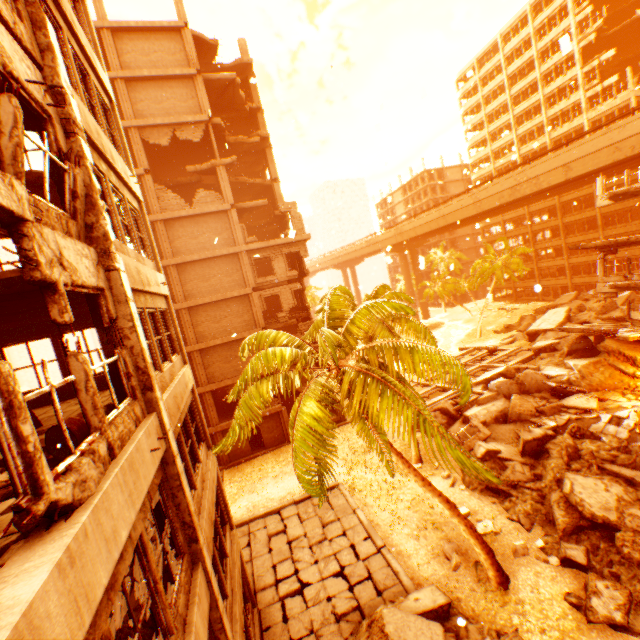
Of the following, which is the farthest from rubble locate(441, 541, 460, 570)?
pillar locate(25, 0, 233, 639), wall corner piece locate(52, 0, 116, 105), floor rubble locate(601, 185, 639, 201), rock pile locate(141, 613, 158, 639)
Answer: floor rubble locate(601, 185, 639, 201)

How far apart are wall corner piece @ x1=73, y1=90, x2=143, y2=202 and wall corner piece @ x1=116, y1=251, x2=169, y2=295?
2.21m

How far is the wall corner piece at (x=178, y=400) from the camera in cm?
669

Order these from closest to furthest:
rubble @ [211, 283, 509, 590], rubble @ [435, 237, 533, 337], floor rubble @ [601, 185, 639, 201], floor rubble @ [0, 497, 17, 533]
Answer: floor rubble @ [0, 497, 17, 533]
rubble @ [211, 283, 509, 590]
floor rubble @ [601, 185, 639, 201]
rubble @ [435, 237, 533, 337]

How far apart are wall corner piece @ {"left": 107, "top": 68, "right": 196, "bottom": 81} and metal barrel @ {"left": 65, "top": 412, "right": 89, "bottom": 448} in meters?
25.0

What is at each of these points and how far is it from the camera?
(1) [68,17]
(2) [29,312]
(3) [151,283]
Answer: (1) wall corner piece, 6.89m
(2) floor rubble, 7.85m
(3) wall corner piece, 8.13m

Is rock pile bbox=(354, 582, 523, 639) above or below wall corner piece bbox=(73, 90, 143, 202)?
below

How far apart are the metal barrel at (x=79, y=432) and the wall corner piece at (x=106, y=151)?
5.01m
